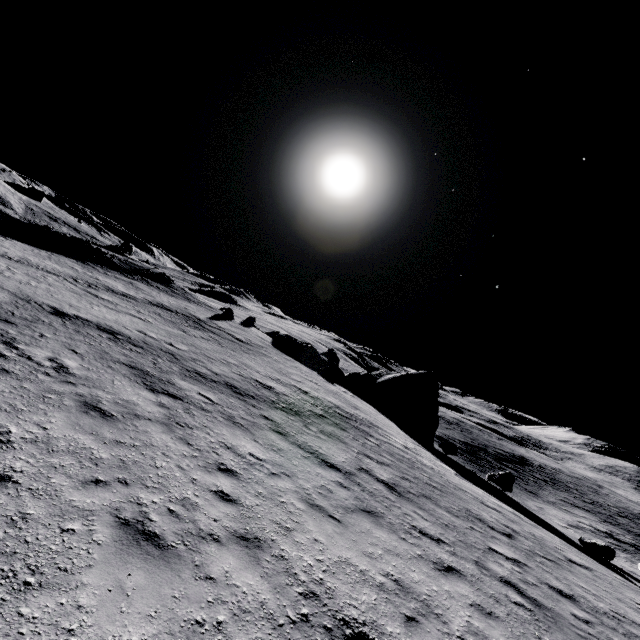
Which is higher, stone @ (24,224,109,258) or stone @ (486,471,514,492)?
stone @ (24,224,109,258)

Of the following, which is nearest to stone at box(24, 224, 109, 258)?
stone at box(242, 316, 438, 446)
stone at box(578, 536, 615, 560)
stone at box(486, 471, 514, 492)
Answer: stone at box(242, 316, 438, 446)

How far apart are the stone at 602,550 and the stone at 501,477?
8.7m

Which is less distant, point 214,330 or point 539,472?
point 214,330

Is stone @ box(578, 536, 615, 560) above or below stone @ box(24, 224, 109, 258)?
below

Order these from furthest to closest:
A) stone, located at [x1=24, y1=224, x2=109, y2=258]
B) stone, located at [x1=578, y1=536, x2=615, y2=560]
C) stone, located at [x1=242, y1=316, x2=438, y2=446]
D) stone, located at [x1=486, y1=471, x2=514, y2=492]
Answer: stone, located at [x1=24, y1=224, x2=109, y2=258] → stone, located at [x1=242, y1=316, x2=438, y2=446] → stone, located at [x1=486, y1=471, x2=514, y2=492] → stone, located at [x1=578, y1=536, x2=615, y2=560]

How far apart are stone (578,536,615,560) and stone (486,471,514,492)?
8.71m

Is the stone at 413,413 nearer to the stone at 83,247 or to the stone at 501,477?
the stone at 501,477
